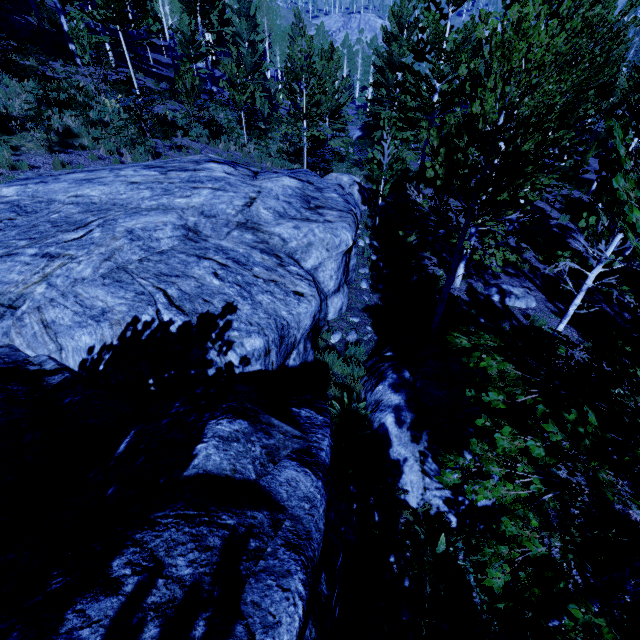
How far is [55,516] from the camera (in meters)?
2.43

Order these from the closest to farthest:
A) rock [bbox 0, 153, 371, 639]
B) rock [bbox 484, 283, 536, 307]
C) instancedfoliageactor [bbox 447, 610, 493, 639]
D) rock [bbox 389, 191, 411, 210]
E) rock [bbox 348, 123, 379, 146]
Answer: rock [bbox 0, 153, 371, 639], instancedfoliageactor [bbox 447, 610, 493, 639], rock [bbox 484, 283, 536, 307], rock [bbox 389, 191, 411, 210], rock [bbox 348, 123, 379, 146]

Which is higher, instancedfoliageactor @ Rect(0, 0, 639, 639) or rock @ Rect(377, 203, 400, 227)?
instancedfoliageactor @ Rect(0, 0, 639, 639)

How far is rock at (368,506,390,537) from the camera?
5.1m

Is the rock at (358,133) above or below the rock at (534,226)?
above

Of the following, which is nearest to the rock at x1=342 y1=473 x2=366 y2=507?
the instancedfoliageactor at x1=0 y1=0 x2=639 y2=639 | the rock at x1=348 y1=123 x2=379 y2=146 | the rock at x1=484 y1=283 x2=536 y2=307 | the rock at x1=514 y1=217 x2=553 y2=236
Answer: the instancedfoliageactor at x1=0 y1=0 x2=639 y2=639

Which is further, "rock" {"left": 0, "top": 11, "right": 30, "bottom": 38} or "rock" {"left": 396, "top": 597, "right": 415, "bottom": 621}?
"rock" {"left": 0, "top": 11, "right": 30, "bottom": 38}

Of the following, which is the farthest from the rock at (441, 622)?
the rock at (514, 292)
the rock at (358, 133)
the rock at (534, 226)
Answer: the rock at (358, 133)
